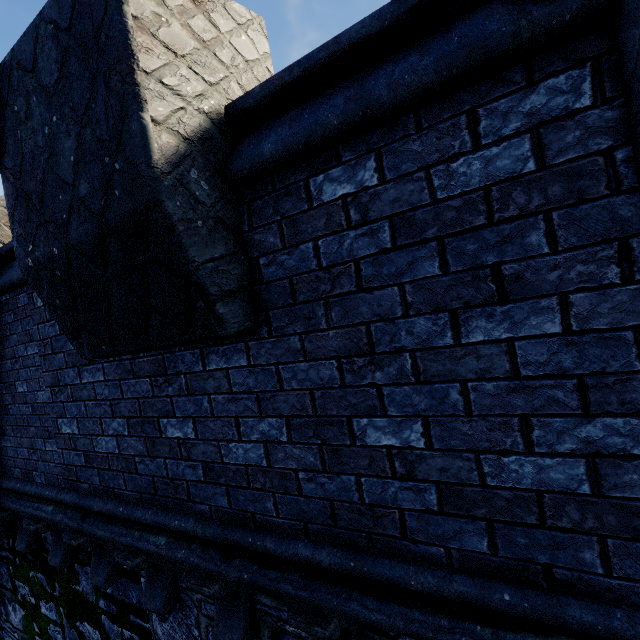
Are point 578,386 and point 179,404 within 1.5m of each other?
no
